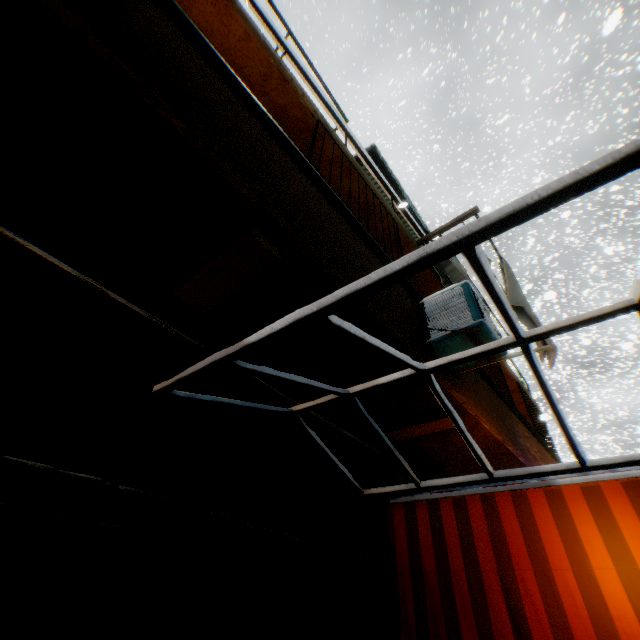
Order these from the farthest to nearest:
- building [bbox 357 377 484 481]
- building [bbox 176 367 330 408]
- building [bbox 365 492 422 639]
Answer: building [bbox 357 377 484 481]
building [bbox 365 492 422 639]
building [bbox 176 367 330 408]

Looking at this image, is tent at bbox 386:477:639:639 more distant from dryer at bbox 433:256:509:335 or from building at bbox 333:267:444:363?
dryer at bbox 433:256:509:335

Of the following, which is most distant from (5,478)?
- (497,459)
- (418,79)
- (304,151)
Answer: (418,79)

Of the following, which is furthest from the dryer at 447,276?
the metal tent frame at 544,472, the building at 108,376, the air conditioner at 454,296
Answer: the metal tent frame at 544,472

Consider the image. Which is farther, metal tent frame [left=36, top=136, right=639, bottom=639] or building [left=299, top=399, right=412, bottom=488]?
building [left=299, top=399, right=412, bottom=488]

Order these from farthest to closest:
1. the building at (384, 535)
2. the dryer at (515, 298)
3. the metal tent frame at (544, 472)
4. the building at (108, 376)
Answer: the dryer at (515, 298) → the building at (384, 535) → the building at (108, 376) → the metal tent frame at (544, 472)

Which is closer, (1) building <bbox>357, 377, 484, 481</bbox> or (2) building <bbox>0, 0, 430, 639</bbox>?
(2) building <bbox>0, 0, 430, 639</bbox>

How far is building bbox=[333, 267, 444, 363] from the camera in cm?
334
